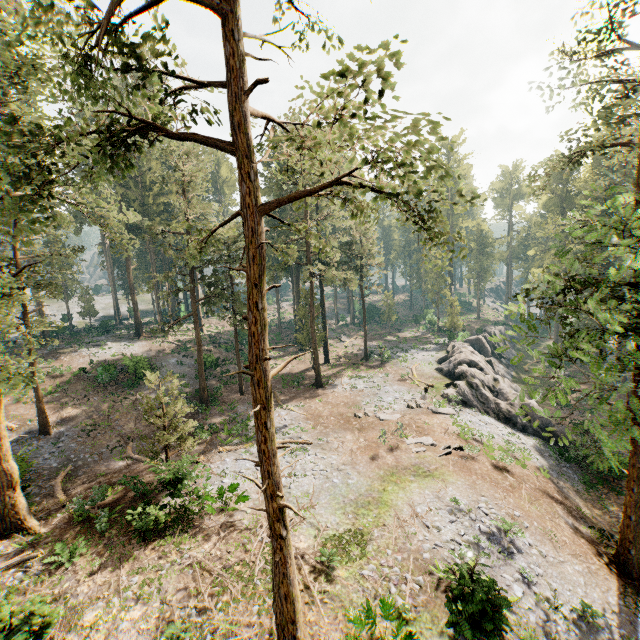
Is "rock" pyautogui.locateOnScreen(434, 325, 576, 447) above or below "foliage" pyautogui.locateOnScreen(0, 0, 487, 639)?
below

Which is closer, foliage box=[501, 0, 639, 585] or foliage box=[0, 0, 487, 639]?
foliage box=[0, 0, 487, 639]

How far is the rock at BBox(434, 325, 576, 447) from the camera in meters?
28.1 m

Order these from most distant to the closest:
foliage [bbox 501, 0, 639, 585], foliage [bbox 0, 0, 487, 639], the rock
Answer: the rock, foliage [bbox 501, 0, 639, 585], foliage [bbox 0, 0, 487, 639]

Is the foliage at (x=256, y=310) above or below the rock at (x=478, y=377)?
above

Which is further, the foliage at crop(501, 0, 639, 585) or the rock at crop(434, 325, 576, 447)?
the rock at crop(434, 325, 576, 447)

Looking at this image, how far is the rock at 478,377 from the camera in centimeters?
2814cm

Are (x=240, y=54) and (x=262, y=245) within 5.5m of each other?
yes
